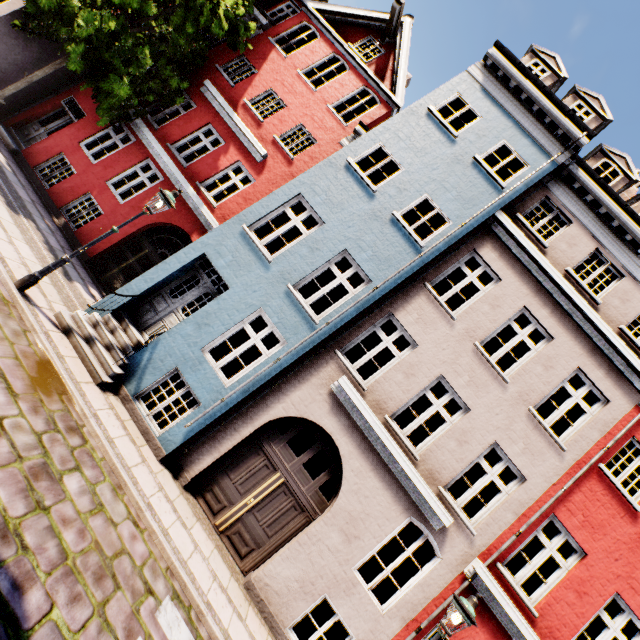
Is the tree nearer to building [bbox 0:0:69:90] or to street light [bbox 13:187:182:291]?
building [bbox 0:0:69:90]

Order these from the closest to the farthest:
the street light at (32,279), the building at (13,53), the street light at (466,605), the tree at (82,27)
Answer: the street light at (466,605)
the street light at (32,279)
the tree at (82,27)
the building at (13,53)

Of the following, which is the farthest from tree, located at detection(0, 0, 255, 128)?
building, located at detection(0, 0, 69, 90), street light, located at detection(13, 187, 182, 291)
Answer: street light, located at detection(13, 187, 182, 291)

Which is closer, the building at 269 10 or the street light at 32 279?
the street light at 32 279

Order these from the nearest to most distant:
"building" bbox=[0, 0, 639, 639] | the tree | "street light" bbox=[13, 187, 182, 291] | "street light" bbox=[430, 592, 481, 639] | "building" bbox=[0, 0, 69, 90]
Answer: "street light" bbox=[430, 592, 481, 639], "street light" bbox=[13, 187, 182, 291], "building" bbox=[0, 0, 639, 639], the tree, "building" bbox=[0, 0, 69, 90]

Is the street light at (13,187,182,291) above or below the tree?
below

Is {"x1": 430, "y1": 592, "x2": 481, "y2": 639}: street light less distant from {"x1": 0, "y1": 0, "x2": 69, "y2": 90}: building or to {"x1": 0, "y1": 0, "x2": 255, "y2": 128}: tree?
{"x1": 0, "y1": 0, "x2": 69, "y2": 90}: building

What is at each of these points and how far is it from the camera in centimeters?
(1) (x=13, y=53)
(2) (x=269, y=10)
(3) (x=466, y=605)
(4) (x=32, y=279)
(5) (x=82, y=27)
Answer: (1) building, 1070cm
(2) building, 1428cm
(3) street light, 562cm
(4) street light, 660cm
(5) tree, 864cm
